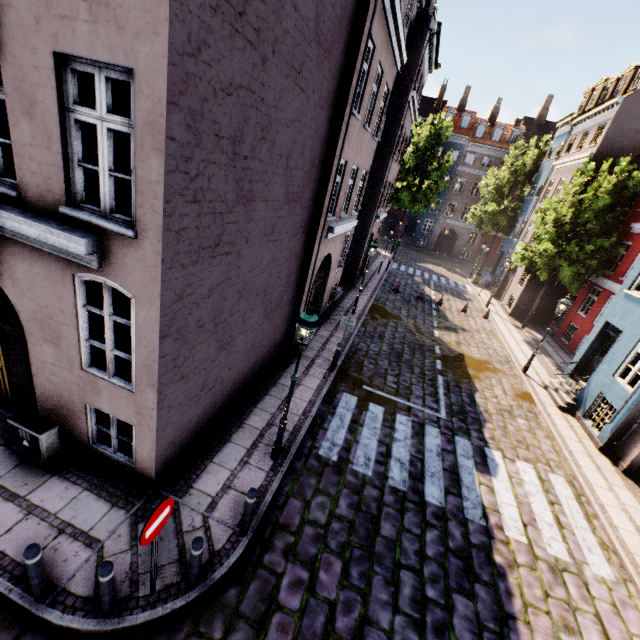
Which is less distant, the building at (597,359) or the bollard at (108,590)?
the bollard at (108,590)

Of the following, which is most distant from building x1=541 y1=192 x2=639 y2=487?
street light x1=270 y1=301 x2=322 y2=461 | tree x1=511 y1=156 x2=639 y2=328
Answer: tree x1=511 y1=156 x2=639 y2=328

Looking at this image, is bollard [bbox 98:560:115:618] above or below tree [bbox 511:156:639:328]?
below

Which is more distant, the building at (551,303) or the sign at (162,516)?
the building at (551,303)

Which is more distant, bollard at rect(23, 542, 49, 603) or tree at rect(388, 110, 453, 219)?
tree at rect(388, 110, 453, 219)

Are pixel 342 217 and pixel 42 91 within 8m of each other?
no

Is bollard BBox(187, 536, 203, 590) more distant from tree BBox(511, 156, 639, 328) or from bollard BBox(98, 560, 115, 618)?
tree BBox(511, 156, 639, 328)

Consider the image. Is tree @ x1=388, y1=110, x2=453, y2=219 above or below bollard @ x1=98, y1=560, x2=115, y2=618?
above
